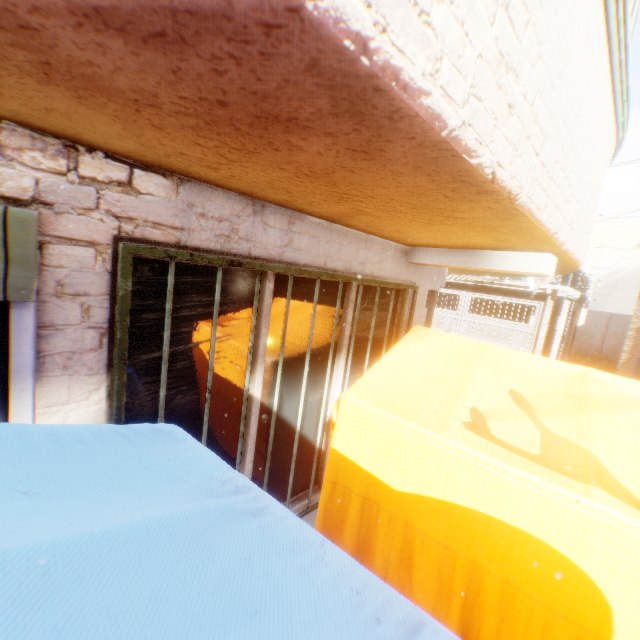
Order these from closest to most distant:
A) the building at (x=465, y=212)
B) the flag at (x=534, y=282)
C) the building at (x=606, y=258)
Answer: the building at (x=465, y=212) < the flag at (x=534, y=282) < the building at (x=606, y=258)

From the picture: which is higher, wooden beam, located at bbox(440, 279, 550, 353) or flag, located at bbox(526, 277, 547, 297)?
flag, located at bbox(526, 277, 547, 297)

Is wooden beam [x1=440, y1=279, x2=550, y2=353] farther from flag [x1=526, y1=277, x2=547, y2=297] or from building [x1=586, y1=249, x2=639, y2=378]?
flag [x1=526, y1=277, x2=547, y2=297]

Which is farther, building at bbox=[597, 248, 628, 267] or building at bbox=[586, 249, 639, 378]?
building at bbox=[597, 248, 628, 267]

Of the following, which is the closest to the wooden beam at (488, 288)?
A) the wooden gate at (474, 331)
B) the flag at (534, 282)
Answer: the wooden gate at (474, 331)

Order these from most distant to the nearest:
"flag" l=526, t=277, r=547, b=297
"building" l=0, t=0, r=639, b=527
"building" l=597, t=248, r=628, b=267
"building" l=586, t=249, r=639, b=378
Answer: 1. "building" l=597, t=248, r=628, b=267
2. "building" l=586, t=249, r=639, b=378
3. "flag" l=526, t=277, r=547, b=297
4. "building" l=0, t=0, r=639, b=527

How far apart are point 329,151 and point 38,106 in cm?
101

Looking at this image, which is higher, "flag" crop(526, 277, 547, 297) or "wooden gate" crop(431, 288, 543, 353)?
"flag" crop(526, 277, 547, 297)
